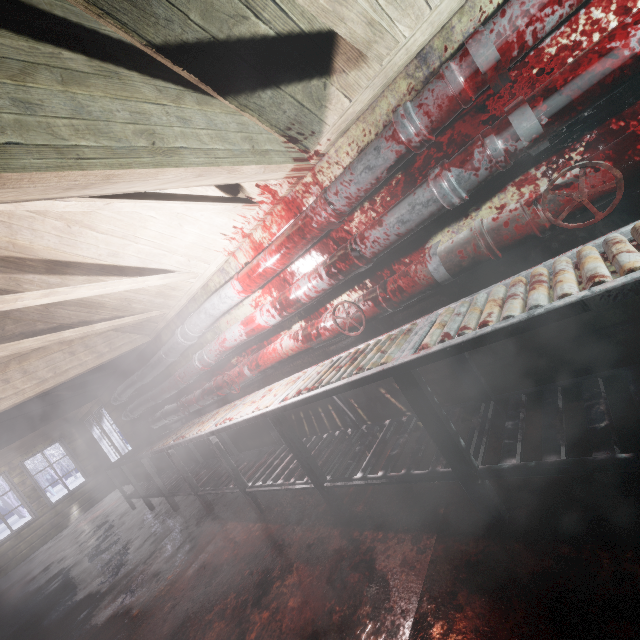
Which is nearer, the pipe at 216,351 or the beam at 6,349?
the pipe at 216,351

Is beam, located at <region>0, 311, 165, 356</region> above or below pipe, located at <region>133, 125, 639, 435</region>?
above

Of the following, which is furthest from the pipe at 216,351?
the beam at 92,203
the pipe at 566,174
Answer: the beam at 92,203

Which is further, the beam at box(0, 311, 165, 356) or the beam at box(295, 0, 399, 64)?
the beam at box(0, 311, 165, 356)

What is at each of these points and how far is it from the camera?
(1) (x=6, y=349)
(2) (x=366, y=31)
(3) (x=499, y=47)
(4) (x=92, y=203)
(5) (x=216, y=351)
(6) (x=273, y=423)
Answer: (1) beam, 2.6 meters
(2) beam, 1.4 meters
(3) pipe, 1.2 meters
(4) beam, 1.5 meters
(5) pipe, 3.1 meters
(6) table, 2.1 meters

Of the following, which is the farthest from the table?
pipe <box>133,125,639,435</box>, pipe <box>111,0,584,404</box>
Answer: pipe <box>111,0,584,404</box>

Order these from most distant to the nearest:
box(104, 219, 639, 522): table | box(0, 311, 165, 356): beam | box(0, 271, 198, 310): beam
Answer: box(0, 311, 165, 356): beam, box(0, 271, 198, 310): beam, box(104, 219, 639, 522): table

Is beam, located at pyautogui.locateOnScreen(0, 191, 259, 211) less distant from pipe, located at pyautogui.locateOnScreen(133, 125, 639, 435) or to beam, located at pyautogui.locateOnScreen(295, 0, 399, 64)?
beam, located at pyautogui.locateOnScreen(295, 0, 399, 64)
